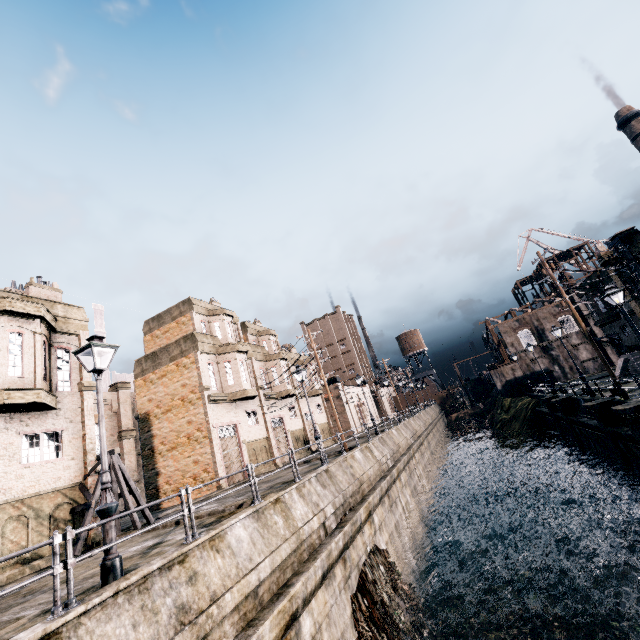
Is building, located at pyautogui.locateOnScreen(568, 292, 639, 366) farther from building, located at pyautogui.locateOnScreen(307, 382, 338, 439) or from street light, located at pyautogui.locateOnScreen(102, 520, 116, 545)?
street light, located at pyautogui.locateOnScreen(102, 520, 116, 545)

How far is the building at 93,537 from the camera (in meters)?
14.62

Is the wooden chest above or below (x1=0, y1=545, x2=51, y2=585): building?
below

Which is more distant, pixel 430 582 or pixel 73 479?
pixel 430 582

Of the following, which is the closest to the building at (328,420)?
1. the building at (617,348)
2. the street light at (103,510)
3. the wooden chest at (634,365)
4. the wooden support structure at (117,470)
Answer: the wooden support structure at (117,470)

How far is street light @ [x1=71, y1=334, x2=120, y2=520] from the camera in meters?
7.4 m

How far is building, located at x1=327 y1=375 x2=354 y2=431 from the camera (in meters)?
54.85

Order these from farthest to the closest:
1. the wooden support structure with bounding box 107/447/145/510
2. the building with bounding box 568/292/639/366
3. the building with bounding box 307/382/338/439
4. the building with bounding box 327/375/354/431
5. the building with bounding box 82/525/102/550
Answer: the building with bounding box 327/375/354/431 < the building with bounding box 307/382/338/439 < the building with bounding box 568/292/639/366 < the wooden support structure with bounding box 107/447/145/510 < the building with bounding box 82/525/102/550
